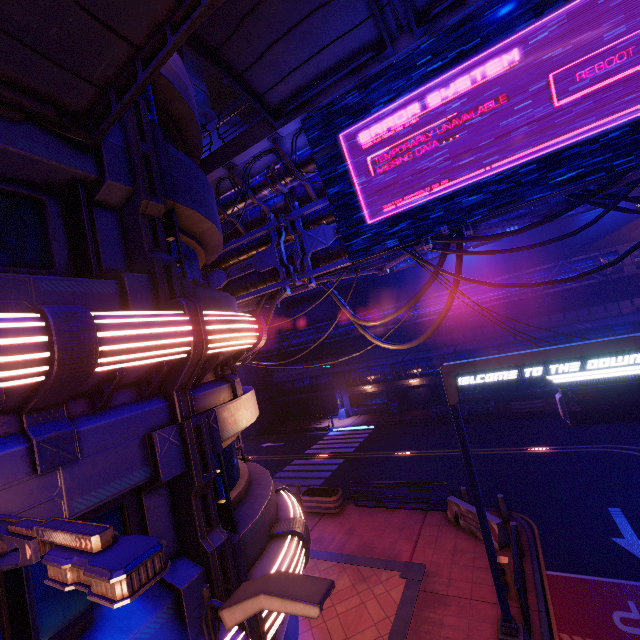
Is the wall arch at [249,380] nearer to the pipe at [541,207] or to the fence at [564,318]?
the pipe at [541,207]

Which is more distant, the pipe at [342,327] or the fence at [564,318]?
the pipe at [342,327]

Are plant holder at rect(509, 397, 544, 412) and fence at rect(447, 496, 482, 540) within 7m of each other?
no

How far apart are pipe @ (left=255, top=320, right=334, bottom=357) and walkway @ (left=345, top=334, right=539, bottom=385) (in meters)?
2.78

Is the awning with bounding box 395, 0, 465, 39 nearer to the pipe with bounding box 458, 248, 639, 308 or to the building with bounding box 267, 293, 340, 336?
the pipe with bounding box 458, 248, 639, 308

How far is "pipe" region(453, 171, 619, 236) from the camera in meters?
8.1

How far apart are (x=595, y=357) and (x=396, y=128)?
7.1 meters

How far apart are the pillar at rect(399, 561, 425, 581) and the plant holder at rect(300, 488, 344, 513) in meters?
4.8
